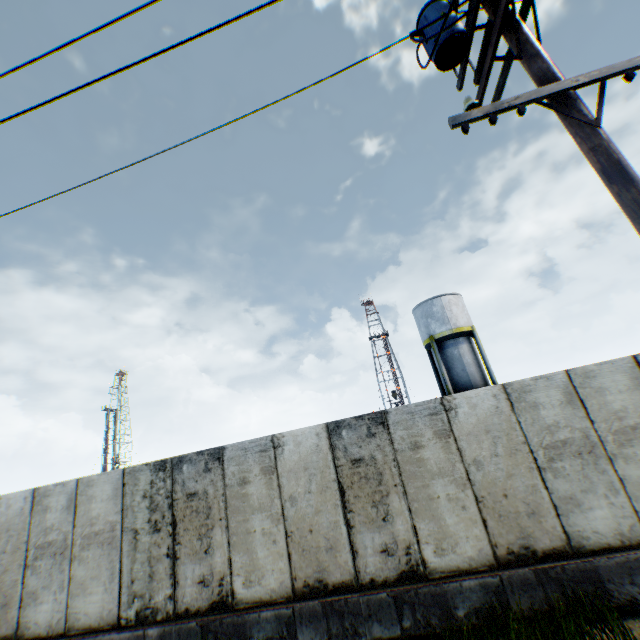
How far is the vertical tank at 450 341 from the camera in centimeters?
2331cm

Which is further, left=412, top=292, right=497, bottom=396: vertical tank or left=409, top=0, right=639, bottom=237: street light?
left=412, top=292, right=497, bottom=396: vertical tank

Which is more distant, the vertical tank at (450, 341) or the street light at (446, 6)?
the vertical tank at (450, 341)

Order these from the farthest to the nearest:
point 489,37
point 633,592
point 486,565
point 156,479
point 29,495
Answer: point 29,495 → point 156,479 → point 486,565 → point 633,592 → point 489,37

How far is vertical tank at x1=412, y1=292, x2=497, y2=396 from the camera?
23.3m
